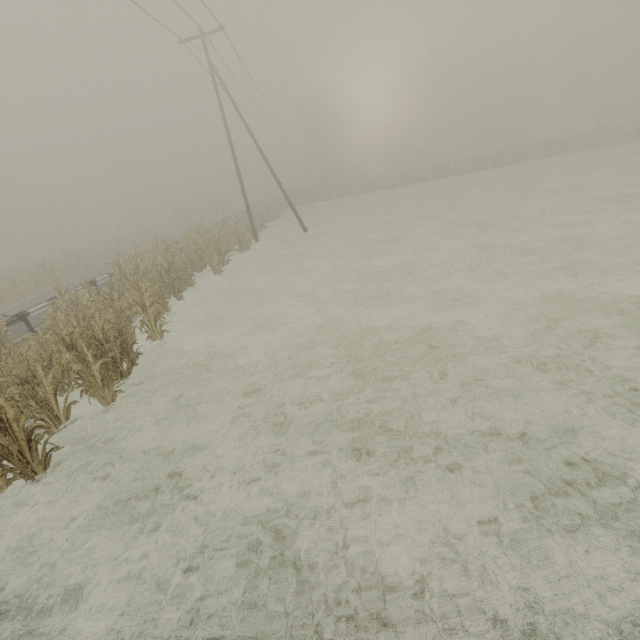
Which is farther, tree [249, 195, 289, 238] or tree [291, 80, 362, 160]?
tree [291, 80, 362, 160]

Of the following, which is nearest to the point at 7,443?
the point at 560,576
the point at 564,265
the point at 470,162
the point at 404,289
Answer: the point at 560,576

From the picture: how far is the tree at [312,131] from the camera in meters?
55.7

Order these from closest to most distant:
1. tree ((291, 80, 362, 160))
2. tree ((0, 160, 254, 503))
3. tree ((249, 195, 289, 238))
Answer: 1. tree ((0, 160, 254, 503))
2. tree ((249, 195, 289, 238))
3. tree ((291, 80, 362, 160))

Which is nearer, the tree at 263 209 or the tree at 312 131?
the tree at 263 209

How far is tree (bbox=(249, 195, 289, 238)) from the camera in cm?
2883
